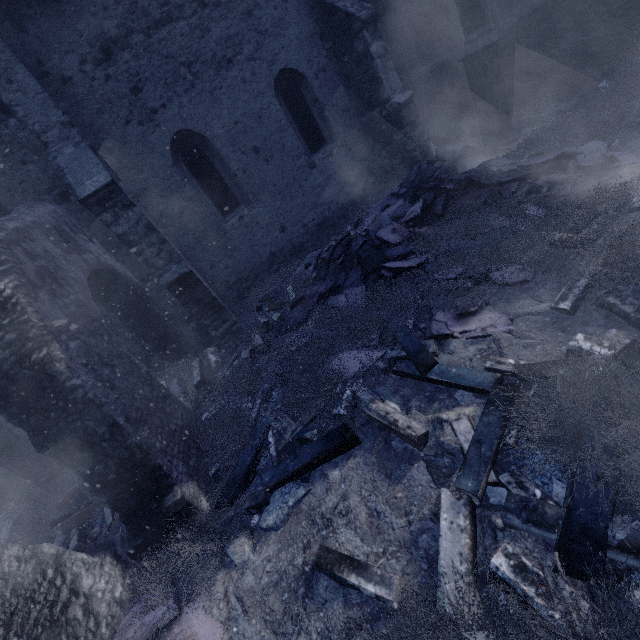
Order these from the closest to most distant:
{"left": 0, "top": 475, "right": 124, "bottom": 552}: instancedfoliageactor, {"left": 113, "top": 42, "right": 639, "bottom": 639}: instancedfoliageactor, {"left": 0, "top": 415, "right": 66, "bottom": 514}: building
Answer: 1. {"left": 113, "top": 42, "right": 639, "bottom": 639}: instancedfoliageactor
2. {"left": 0, "top": 475, "right": 124, "bottom": 552}: instancedfoliageactor
3. {"left": 0, "top": 415, "right": 66, "bottom": 514}: building

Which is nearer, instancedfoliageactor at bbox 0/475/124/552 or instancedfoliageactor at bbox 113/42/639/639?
instancedfoliageactor at bbox 113/42/639/639

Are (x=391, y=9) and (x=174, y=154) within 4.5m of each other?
no

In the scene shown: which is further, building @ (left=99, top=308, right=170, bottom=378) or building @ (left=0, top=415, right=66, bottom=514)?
building @ (left=99, top=308, right=170, bottom=378)

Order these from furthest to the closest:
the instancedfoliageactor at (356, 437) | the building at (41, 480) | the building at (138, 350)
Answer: the building at (138, 350) → the building at (41, 480) → the instancedfoliageactor at (356, 437)

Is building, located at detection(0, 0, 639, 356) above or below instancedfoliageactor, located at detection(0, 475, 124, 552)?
above

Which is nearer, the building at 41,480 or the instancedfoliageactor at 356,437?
the instancedfoliageactor at 356,437
